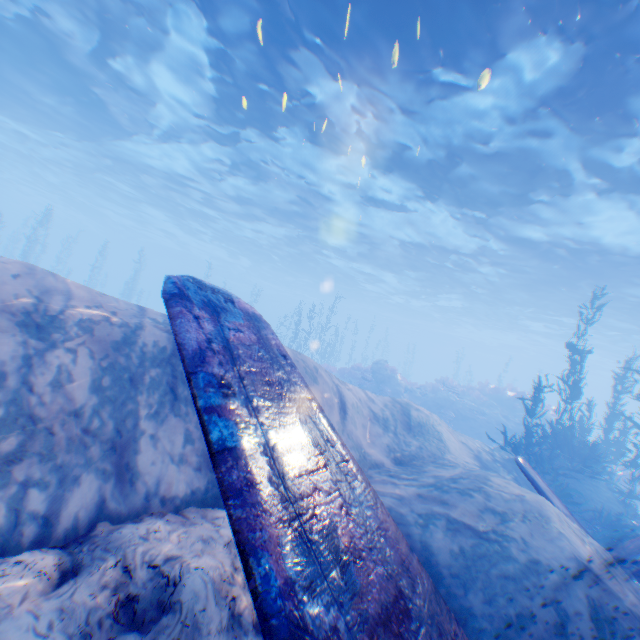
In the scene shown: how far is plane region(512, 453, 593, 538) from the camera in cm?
662

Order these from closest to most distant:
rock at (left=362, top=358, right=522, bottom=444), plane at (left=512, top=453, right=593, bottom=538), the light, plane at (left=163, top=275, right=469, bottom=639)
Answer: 1. plane at (left=163, top=275, right=469, bottom=639)
2. plane at (left=512, top=453, right=593, bottom=538)
3. the light
4. rock at (left=362, top=358, right=522, bottom=444)

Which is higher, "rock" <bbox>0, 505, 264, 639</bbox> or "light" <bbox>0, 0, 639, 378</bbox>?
"light" <bbox>0, 0, 639, 378</bbox>

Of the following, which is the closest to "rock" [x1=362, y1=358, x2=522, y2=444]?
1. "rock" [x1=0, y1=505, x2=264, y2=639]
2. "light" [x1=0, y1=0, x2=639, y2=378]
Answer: "rock" [x1=0, y1=505, x2=264, y2=639]

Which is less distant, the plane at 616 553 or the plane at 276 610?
the plane at 276 610

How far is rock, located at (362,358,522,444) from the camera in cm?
2136

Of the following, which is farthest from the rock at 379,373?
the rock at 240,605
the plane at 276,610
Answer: the plane at 276,610

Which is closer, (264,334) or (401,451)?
(264,334)
